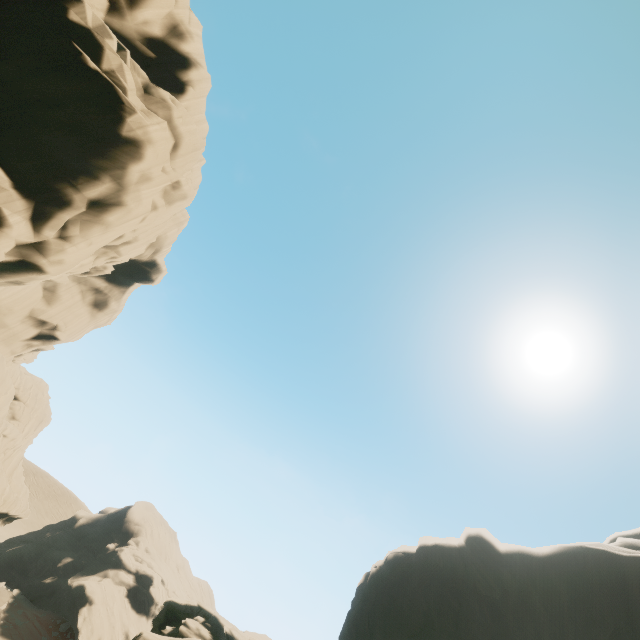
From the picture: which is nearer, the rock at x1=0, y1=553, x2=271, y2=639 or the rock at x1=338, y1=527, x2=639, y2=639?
the rock at x1=0, y1=553, x2=271, y2=639

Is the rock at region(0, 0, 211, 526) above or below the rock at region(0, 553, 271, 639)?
above

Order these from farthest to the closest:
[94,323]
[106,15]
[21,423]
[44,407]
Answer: [44,407] < [94,323] < [21,423] < [106,15]

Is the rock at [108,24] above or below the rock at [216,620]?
above
